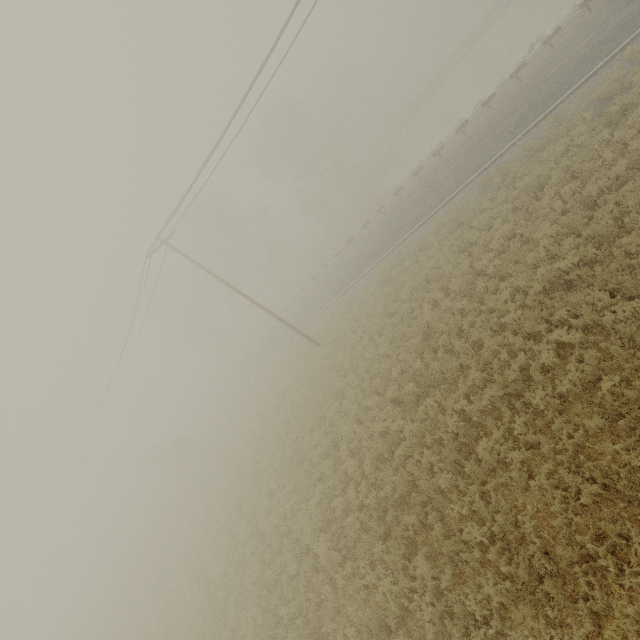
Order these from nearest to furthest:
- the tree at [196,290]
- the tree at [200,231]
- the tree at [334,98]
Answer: the tree at [334,98], the tree at [200,231], the tree at [196,290]

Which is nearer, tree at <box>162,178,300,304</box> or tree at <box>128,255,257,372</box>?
tree at <box>162,178,300,304</box>

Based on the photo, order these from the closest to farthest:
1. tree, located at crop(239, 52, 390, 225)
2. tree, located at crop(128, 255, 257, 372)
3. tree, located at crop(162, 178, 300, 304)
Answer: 1. tree, located at crop(239, 52, 390, 225)
2. tree, located at crop(162, 178, 300, 304)
3. tree, located at crop(128, 255, 257, 372)

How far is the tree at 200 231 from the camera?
40.4 meters

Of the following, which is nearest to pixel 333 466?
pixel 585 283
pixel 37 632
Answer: pixel 585 283

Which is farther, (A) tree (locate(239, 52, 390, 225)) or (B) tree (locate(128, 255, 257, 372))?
(B) tree (locate(128, 255, 257, 372))

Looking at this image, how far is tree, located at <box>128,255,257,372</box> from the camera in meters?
47.9

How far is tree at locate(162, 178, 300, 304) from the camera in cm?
4038
